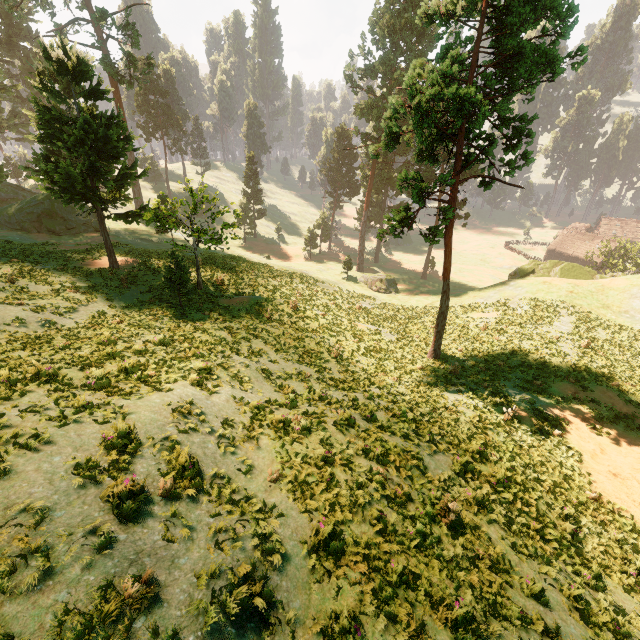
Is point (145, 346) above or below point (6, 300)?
below

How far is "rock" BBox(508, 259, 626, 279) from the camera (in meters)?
37.53

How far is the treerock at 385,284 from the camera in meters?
45.4 m

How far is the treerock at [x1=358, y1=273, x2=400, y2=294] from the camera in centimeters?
4541cm

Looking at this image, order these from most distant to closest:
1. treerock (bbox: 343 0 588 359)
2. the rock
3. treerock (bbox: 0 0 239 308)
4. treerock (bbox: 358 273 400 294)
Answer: treerock (bbox: 358 273 400 294), the rock, treerock (bbox: 0 0 239 308), treerock (bbox: 343 0 588 359)

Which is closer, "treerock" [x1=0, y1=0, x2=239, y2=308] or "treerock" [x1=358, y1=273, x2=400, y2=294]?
"treerock" [x1=0, y1=0, x2=239, y2=308]

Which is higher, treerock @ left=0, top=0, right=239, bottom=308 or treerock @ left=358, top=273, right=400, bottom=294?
treerock @ left=0, top=0, right=239, bottom=308

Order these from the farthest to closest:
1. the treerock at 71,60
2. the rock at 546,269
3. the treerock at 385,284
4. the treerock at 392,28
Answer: the treerock at 385,284 → the rock at 546,269 → the treerock at 71,60 → the treerock at 392,28
